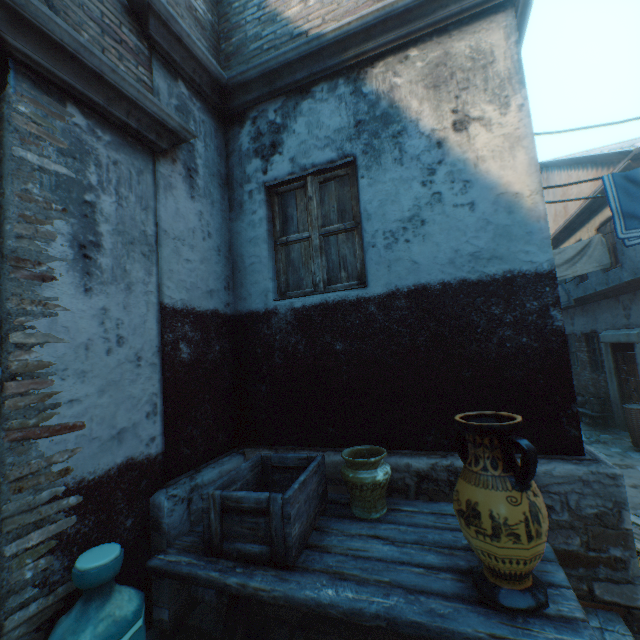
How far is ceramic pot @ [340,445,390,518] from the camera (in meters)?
2.19

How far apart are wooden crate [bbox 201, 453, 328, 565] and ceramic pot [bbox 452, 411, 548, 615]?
0.9 meters

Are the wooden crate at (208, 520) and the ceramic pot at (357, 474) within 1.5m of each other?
yes

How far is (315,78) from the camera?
3.35m

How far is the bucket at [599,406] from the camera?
9.5m

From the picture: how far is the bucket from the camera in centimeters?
951cm

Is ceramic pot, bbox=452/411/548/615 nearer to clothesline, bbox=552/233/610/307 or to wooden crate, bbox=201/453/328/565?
wooden crate, bbox=201/453/328/565

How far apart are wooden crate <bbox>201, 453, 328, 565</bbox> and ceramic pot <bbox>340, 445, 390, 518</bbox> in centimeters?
20cm
